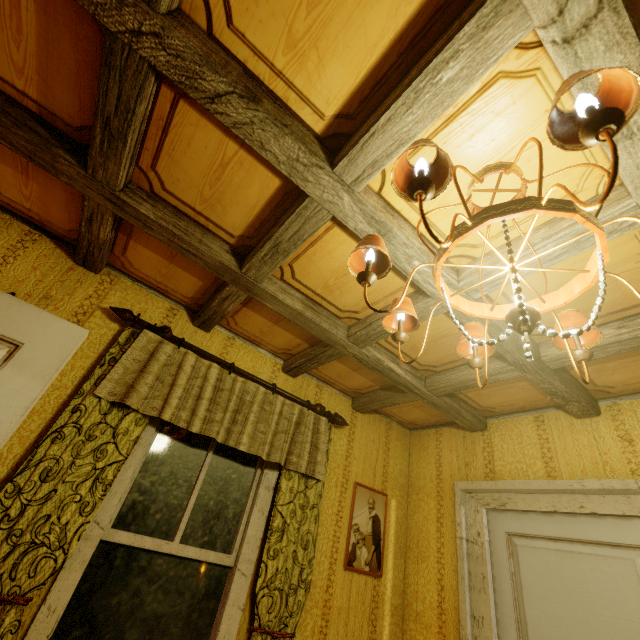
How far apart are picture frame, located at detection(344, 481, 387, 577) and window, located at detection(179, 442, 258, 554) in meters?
0.9

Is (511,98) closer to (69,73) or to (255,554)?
(69,73)

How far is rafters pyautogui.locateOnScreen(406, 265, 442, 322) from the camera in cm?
160

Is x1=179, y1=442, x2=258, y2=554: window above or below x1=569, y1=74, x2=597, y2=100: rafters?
below

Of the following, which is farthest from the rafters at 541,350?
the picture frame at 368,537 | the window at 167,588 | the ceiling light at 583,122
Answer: the window at 167,588

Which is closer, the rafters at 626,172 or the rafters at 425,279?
the rafters at 626,172

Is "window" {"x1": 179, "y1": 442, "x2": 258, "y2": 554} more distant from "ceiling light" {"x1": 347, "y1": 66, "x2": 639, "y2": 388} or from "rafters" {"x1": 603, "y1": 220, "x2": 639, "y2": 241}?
"ceiling light" {"x1": 347, "y1": 66, "x2": 639, "y2": 388}

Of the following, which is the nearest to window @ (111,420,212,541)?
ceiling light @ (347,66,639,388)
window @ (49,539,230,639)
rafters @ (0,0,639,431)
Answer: window @ (49,539,230,639)
